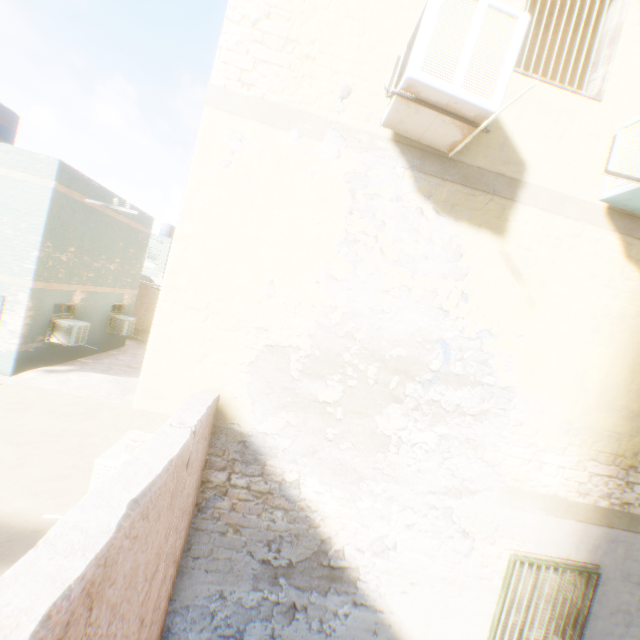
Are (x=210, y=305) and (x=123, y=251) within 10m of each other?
no
